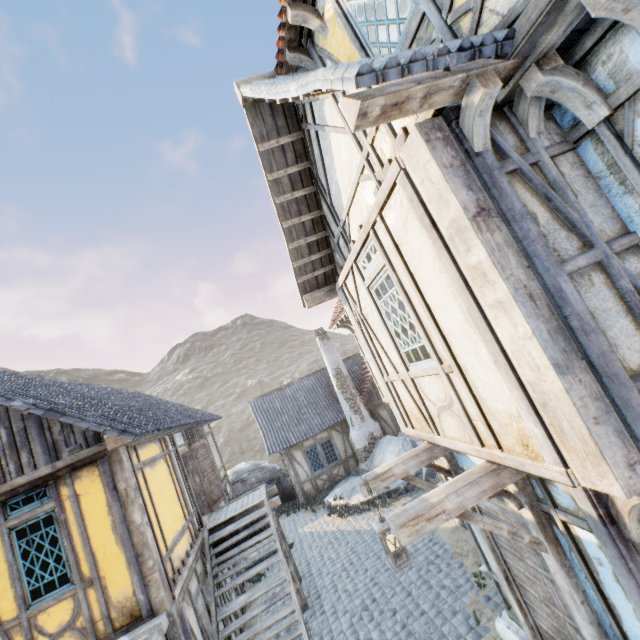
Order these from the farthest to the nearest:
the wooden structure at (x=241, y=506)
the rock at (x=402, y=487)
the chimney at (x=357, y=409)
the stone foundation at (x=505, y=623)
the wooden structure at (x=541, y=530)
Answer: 1. the chimney at (x=357, y=409)
2. the rock at (x=402, y=487)
3. the wooden structure at (x=241, y=506)
4. the stone foundation at (x=505, y=623)
5. the wooden structure at (x=541, y=530)

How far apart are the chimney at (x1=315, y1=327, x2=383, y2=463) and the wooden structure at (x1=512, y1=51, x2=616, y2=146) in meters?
15.4 m

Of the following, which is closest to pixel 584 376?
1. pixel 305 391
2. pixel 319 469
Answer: pixel 319 469

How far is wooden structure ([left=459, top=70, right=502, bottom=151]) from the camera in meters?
2.2

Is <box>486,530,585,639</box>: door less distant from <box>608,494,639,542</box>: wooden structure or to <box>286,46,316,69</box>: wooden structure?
<box>608,494,639,542</box>: wooden structure

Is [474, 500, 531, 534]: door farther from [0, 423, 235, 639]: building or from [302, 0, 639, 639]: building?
[0, 423, 235, 639]: building

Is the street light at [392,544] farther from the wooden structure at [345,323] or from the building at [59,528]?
the wooden structure at [345,323]

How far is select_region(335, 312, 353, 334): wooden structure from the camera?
9.60m
